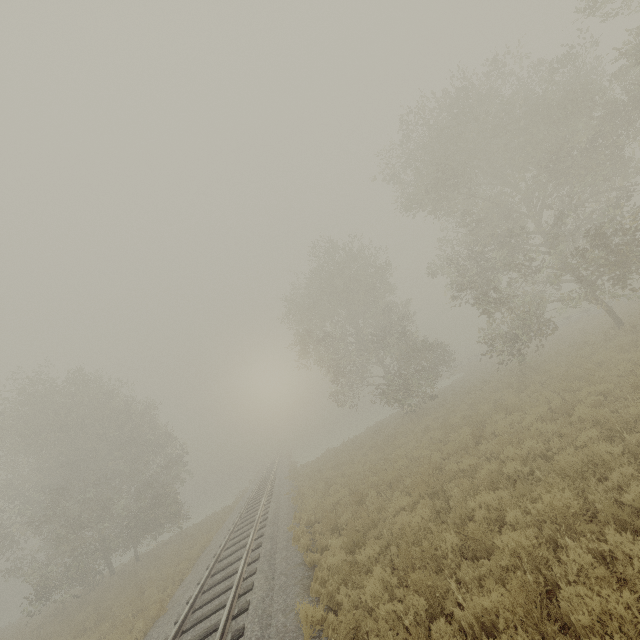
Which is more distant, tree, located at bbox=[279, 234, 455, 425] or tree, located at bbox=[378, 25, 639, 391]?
tree, located at bbox=[279, 234, 455, 425]

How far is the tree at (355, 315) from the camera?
25.0m

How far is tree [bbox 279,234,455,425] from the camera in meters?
25.0

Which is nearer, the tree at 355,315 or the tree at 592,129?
the tree at 592,129

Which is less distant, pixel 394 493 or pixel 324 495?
pixel 394 493
